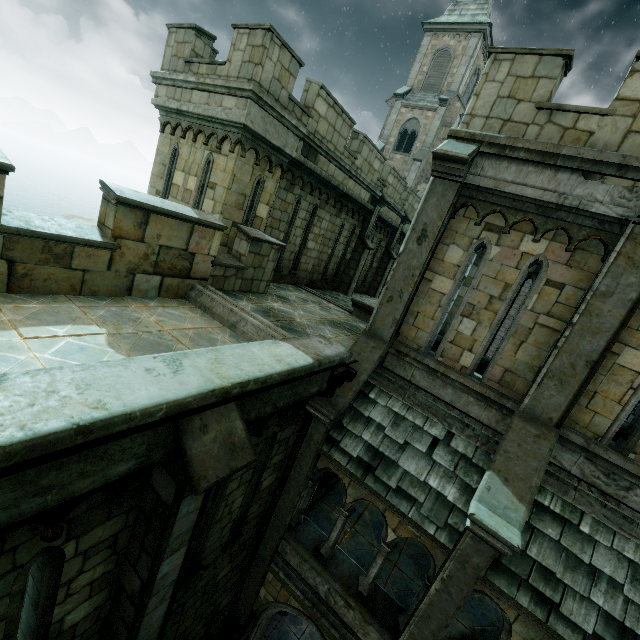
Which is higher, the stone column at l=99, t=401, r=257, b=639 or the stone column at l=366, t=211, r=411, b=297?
the stone column at l=366, t=211, r=411, b=297

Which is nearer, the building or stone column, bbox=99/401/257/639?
stone column, bbox=99/401/257/639

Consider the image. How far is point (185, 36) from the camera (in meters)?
8.50

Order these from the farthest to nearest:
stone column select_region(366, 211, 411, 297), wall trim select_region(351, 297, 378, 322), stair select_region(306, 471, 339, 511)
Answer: stone column select_region(366, 211, 411, 297) → wall trim select_region(351, 297, 378, 322) → stair select_region(306, 471, 339, 511)

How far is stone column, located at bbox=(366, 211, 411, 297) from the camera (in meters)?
17.31

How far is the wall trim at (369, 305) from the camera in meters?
10.5 m

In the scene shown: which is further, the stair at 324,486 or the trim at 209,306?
the stair at 324,486

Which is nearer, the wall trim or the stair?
the stair
